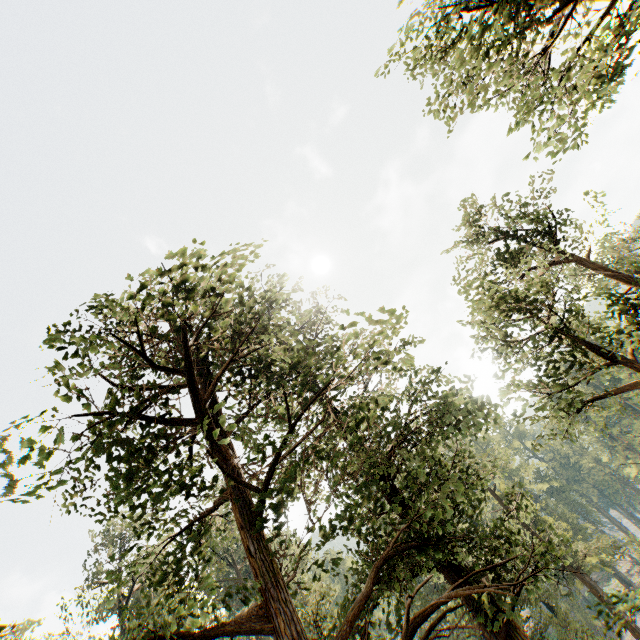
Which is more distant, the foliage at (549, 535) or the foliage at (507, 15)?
the foliage at (507, 15)

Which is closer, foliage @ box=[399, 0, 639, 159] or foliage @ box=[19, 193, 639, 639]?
foliage @ box=[19, 193, 639, 639]

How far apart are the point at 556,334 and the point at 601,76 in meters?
7.3 m
